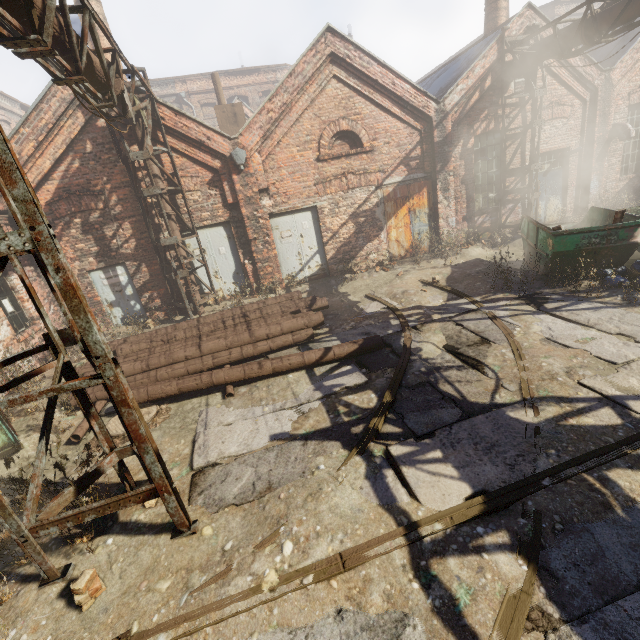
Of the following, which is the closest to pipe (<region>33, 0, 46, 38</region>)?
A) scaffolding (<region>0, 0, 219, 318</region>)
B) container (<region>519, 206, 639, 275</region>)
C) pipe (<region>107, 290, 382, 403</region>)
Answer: scaffolding (<region>0, 0, 219, 318</region>)

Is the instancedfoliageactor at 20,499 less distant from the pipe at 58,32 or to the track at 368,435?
the track at 368,435

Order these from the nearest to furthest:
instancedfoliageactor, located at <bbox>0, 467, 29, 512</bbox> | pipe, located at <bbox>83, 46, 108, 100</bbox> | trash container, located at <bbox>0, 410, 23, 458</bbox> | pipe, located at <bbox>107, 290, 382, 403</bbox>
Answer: instancedfoliageactor, located at <bbox>0, 467, 29, 512</bbox>, trash container, located at <bbox>0, 410, 23, 458</bbox>, pipe, located at <bbox>83, 46, 108, 100</bbox>, pipe, located at <bbox>107, 290, 382, 403</bbox>

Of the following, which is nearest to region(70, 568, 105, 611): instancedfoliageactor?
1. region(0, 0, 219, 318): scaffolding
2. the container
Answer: region(0, 0, 219, 318): scaffolding

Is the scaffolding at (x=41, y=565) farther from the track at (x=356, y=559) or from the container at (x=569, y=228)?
the container at (x=569, y=228)

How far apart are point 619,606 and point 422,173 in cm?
1181

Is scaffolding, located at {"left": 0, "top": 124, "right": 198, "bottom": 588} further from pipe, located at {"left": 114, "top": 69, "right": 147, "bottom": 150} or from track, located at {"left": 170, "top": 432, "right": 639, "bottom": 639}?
track, located at {"left": 170, "top": 432, "right": 639, "bottom": 639}

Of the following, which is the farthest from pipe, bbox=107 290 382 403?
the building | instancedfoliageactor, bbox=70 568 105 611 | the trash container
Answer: the building
